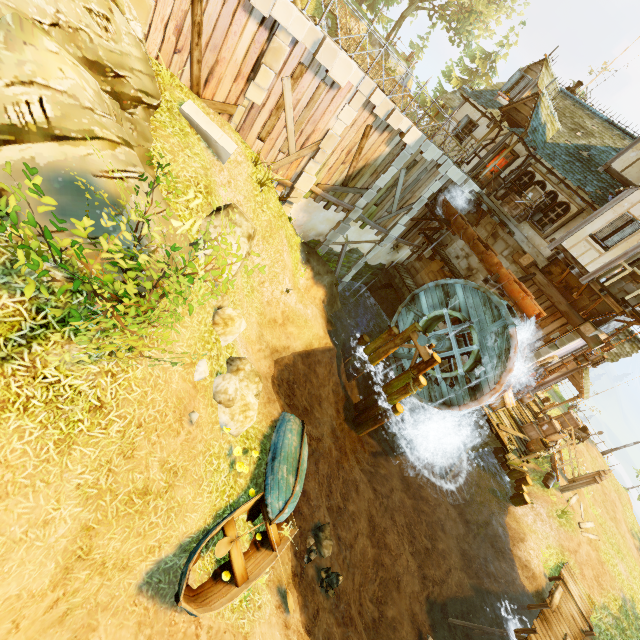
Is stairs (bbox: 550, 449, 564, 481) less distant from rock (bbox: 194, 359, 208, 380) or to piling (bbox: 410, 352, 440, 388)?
piling (bbox: 410, 352, 440, 388)

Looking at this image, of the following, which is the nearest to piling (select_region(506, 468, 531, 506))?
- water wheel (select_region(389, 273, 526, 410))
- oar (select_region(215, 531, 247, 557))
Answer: water wheel (select_region(389, 273, 526, 410))

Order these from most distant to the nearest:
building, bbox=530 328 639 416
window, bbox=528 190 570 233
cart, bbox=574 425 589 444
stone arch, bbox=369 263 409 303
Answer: cart, bbox=574 425 589 444 → stone arch, bbox=369 263 409 303 → building, bbox=530 328 639 416 → window, bbox=528 190 570 233

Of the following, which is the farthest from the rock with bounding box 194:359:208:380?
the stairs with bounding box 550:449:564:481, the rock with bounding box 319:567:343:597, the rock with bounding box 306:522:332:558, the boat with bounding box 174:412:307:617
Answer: the stairs with bounding box 550:449:564:481

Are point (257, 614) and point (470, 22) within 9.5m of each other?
no

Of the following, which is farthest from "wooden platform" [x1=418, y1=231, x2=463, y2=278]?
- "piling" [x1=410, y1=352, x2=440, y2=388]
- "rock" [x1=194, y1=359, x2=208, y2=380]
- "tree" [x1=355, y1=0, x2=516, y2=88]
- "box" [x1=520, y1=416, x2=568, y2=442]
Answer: "tree" [x1=355, y1=0, x2=516, y2=88]

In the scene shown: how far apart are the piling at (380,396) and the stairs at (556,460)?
10.48m

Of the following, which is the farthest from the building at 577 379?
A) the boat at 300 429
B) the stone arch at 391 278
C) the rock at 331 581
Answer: the rock at 331 581
